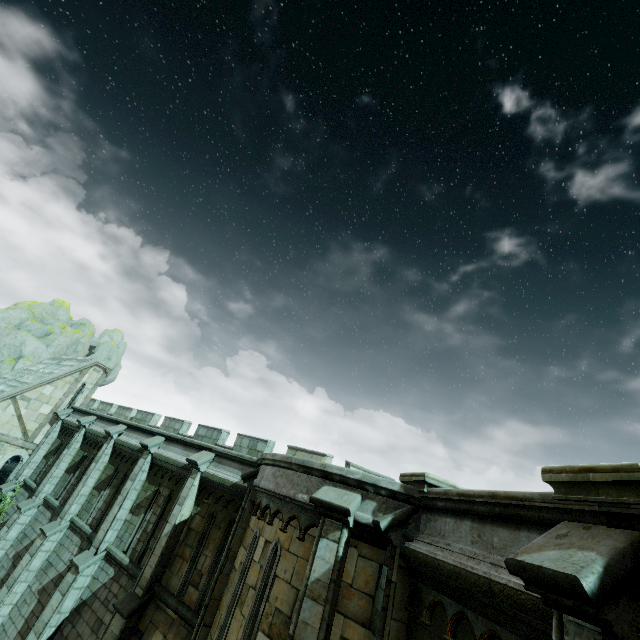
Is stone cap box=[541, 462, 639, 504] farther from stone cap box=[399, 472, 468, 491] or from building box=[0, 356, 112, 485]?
building box=[0, 356, 112, 485]

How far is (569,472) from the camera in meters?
3.2

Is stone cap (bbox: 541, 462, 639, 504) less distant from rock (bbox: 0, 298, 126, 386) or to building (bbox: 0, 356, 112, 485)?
building (bbox: 0, 356, 112, 485)

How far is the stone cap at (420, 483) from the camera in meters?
5.6 m

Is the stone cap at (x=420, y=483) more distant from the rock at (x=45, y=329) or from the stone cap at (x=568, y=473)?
the rock at (x=45, y=329)

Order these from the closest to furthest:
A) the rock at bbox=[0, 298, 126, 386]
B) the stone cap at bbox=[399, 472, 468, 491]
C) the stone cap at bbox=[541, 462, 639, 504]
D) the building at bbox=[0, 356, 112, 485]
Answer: the stone cap at bbox=[541, 462, 639, 504] → the stone cap at bbox=[399, 472, 468, 491] → the building at bbox=[0, 356, 112, 485] → the rock at bbox=[0, 298, 126, 386]

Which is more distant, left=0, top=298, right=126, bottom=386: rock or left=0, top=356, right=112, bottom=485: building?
left=0, top=298, right=126, bottom=386: rock

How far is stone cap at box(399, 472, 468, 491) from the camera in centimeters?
559cm
